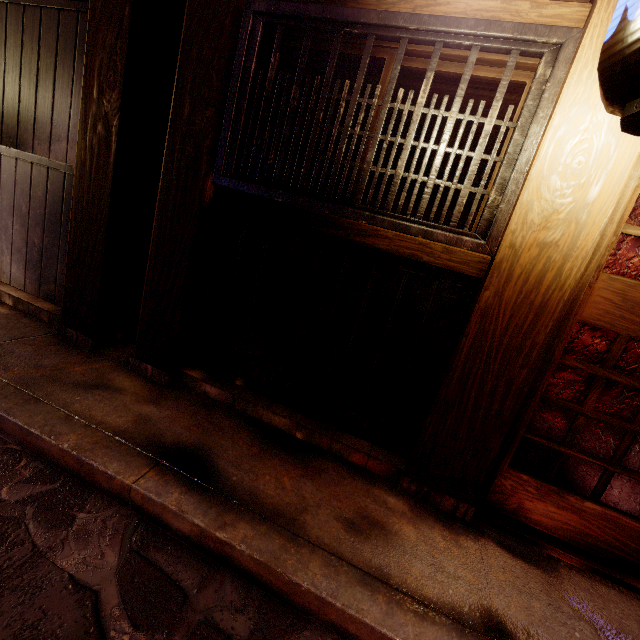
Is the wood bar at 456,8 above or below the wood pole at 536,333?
above

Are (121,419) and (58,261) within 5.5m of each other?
yes

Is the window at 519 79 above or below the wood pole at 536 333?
above

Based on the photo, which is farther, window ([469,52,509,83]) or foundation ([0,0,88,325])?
foundation ([0,0,88,325])

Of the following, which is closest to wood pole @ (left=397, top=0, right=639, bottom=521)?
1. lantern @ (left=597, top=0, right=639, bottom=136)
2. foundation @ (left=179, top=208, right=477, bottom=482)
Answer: foundation @ (left=179, top=208, right=477, bottom=482)

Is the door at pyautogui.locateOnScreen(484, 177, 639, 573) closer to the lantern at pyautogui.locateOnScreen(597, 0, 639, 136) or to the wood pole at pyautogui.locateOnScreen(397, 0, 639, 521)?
the wood pole at pyautogui.locateOnScreen(397, 0, 639, 521)

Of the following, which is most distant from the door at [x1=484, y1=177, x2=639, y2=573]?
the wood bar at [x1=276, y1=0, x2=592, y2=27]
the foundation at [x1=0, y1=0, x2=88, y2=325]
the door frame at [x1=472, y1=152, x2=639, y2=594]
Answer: the foundation at [x1=0, y1=0, x2=88, y2=325]

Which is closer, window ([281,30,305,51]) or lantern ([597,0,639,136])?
lantern ([597,0,639,136])
